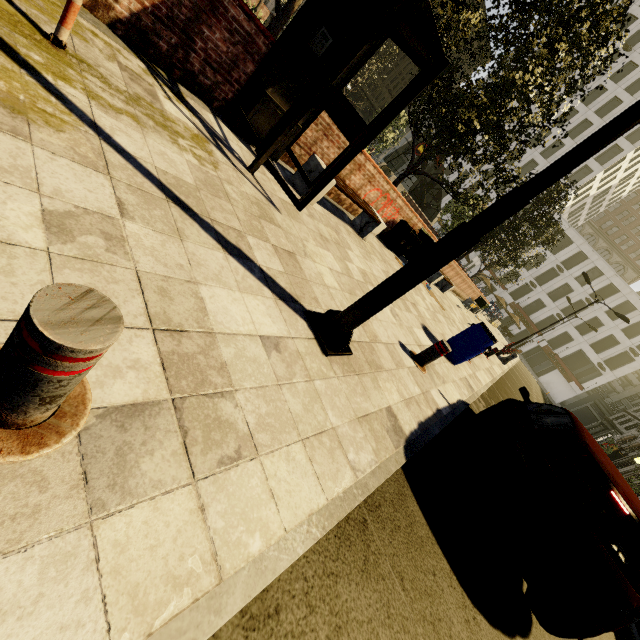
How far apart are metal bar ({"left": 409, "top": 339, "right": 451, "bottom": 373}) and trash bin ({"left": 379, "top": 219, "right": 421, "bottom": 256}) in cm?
505

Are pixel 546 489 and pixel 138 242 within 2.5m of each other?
no

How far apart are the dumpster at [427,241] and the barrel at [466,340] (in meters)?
3.62

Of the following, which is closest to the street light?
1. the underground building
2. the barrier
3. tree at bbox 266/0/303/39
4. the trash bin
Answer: the barrier

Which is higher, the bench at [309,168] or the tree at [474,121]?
the tree at [474,121]

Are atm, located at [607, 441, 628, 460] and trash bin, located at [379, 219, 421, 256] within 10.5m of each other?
no

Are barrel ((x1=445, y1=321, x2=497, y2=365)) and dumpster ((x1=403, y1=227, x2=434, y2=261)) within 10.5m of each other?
yes

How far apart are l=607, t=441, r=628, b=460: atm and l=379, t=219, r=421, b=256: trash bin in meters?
46.9 m
